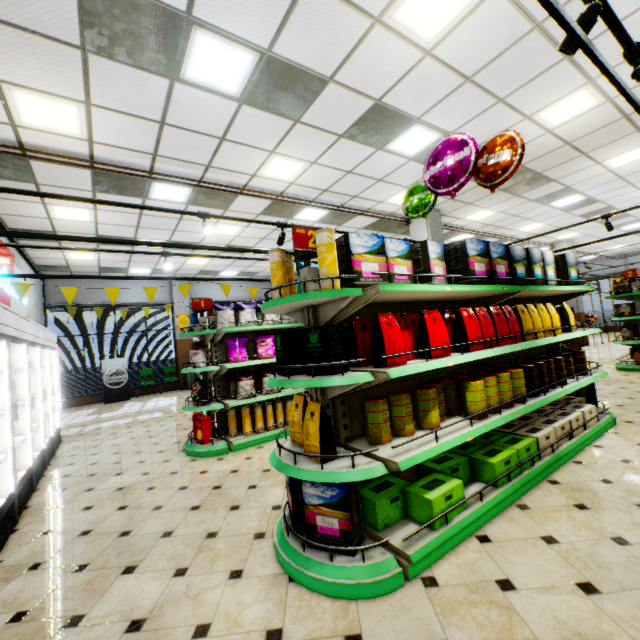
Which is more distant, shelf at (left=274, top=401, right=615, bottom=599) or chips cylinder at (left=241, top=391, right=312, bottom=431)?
chips cylinder at (left=241, top=391, right=312, bottom=431)

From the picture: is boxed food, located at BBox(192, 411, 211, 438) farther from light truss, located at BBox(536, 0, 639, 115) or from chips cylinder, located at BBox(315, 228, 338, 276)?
chips cylinder, located at BBox(315, 228, 338, 276)

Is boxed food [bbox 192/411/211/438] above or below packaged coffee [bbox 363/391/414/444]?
below

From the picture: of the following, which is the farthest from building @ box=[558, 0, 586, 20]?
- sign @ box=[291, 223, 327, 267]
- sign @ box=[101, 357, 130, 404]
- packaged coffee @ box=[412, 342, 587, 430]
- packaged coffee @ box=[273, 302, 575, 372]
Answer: sign @ box=[291, 223, 327, 267]

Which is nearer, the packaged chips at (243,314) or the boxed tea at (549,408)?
the boxed tea at (549,408)

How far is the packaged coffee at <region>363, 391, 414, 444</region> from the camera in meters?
2.5

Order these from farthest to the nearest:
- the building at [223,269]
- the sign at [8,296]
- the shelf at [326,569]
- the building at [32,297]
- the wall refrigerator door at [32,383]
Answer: the building at [223,269] < the building at [32,297] < the sign at [8,296] < the wall refrigerator door at [32,383] < the shelf at [326,569]

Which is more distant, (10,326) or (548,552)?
(10,326)
